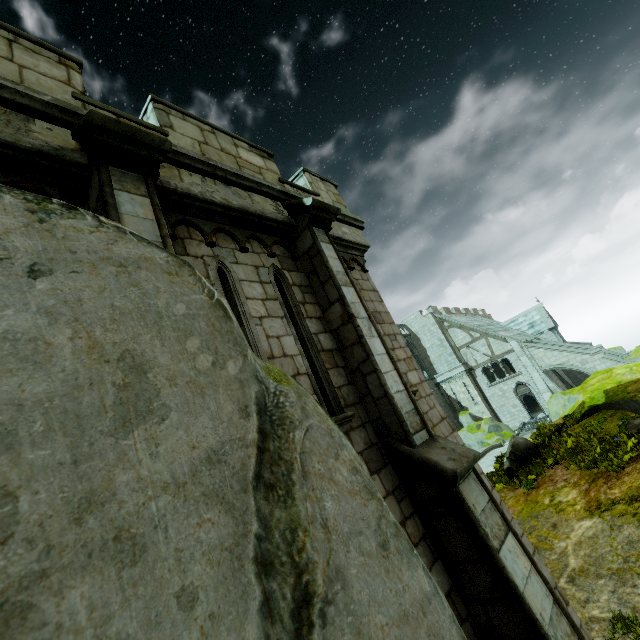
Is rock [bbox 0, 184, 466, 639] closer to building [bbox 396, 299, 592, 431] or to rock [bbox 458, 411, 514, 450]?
building [bbox 396, 299, 592, 431]

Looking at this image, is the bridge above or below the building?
below

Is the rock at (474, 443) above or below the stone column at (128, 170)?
below

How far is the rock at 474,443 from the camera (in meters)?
25.69

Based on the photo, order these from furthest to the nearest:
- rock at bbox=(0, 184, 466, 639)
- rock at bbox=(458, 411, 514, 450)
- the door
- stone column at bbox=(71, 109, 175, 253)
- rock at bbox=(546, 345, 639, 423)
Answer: rock at bbox=(458, 411, 514, 450) < the door < rock at bbox=(546, 345, 639, 423) < stone column at bbox=(71, 109, 175, 253) < rock at bbox=(0, 184, 466, 639)

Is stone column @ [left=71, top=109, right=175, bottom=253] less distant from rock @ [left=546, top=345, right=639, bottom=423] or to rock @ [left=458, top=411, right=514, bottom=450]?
rock @ [left=546, top=345, right=639, bottom=423]

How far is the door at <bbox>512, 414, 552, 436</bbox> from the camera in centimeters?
2497cm

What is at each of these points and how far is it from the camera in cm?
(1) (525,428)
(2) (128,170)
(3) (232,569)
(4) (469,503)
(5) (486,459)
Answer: (1) door, 2652
(2) stone column, 348
(3) rock, 112
(4) stone column, 384
(5) bridge, 2091
